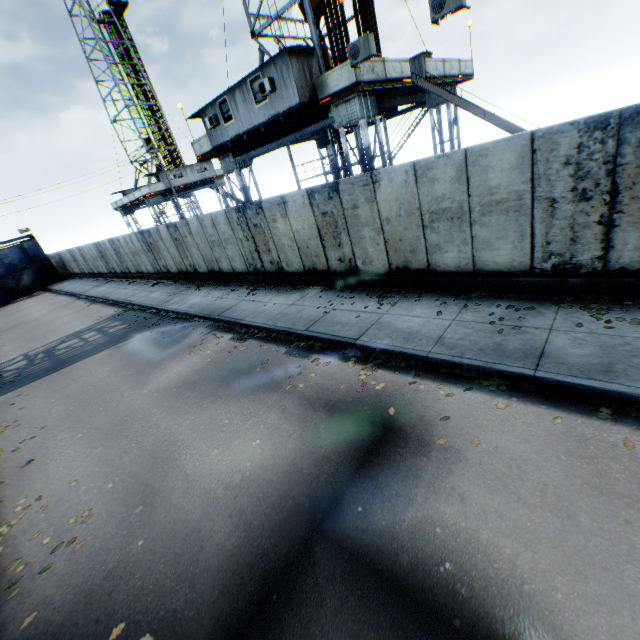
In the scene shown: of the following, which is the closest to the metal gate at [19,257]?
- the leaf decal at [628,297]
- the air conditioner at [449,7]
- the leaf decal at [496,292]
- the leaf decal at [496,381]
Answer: the leaf decal at [496,292]

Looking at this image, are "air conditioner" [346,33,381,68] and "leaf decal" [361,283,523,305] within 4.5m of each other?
no

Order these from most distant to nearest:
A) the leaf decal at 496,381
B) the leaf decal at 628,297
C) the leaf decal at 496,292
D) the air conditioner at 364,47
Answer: the air conditioner at 364,47 < the leaf decal at 496,292 < the leaf decal at 628,297 < the leaf decal at 496,381

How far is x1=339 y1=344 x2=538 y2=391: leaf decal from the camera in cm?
546

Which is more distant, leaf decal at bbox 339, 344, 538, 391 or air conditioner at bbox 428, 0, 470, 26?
air conditioner at bbox 428, 0, 470, 26

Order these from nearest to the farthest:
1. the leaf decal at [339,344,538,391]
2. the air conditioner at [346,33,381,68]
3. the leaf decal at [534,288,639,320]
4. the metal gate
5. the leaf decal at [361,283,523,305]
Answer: the leaf decal at [339,344,538,391], the leaf decal at [534,288,639,320], the leaf decal at [361,283,523,305], the air conditioner at [346,33,381,68], the metal gate

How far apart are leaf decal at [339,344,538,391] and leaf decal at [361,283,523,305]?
1.92m

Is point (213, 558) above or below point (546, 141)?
below
